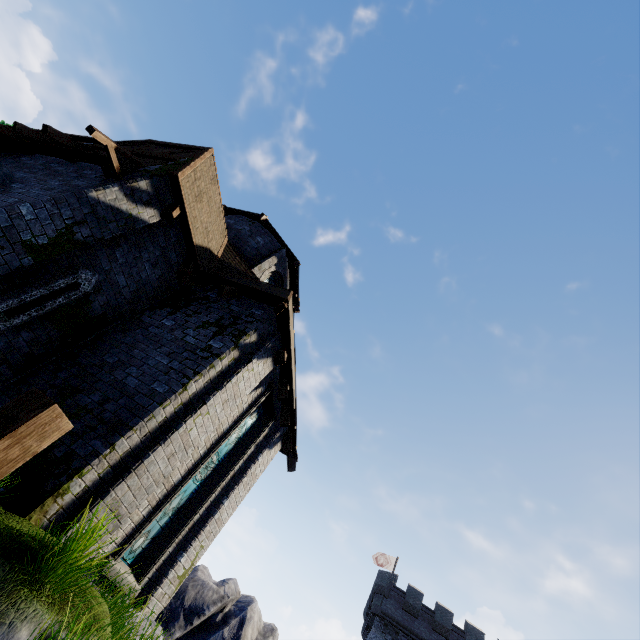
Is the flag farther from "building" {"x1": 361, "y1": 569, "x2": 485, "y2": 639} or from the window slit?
the window slit

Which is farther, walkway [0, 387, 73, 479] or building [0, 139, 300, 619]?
building [0, 139, 300, 619]

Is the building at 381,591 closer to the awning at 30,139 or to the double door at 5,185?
the double door at 5,185

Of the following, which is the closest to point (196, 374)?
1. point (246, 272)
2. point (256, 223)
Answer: point (246, 272)

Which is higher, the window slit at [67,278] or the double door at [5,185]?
the double door at [5,185]

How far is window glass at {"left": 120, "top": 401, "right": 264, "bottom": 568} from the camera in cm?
683

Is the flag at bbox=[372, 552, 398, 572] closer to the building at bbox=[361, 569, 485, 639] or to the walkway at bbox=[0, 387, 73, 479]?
the building at bbox=[361, 569, 485, 639]

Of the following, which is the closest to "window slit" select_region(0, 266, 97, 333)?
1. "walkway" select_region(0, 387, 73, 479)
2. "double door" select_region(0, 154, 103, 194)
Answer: "double door" select_region(0, 154, 103, 194)
